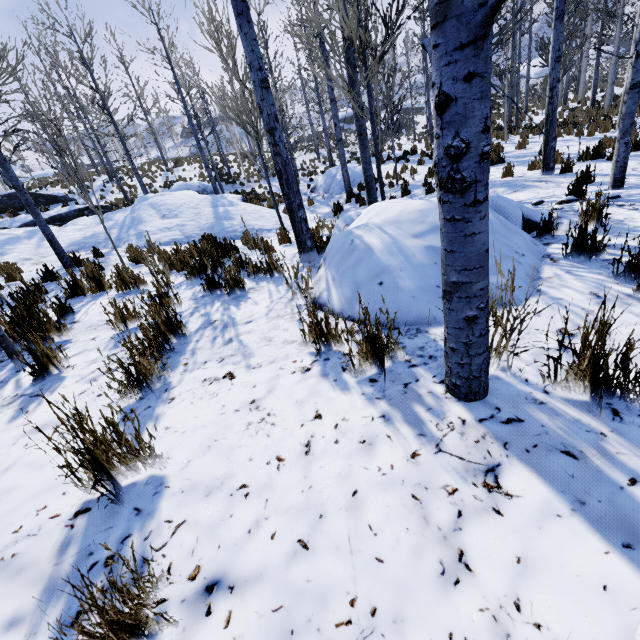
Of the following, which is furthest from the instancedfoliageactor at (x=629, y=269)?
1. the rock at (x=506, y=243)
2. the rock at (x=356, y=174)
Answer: the rock at (x=356, y=174)

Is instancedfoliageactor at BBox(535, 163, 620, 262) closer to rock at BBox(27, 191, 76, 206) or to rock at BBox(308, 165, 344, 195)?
rock at BBox(27, 191, 76, 206)

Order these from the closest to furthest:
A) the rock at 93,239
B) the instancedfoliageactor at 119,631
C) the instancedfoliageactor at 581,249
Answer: the instancedfoliageactor at 119,631, the instancedfoliageactor at 581,249, the rock at 93,239

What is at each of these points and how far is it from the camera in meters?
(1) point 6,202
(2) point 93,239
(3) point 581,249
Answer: (1) rock, 18.2
(2) rock, 9.5
(3) instancedfoliageactor, 2.7

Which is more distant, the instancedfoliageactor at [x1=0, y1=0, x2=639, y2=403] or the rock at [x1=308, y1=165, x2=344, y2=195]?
the rock at [x1=308, y1=165, x2=344, y2=195]

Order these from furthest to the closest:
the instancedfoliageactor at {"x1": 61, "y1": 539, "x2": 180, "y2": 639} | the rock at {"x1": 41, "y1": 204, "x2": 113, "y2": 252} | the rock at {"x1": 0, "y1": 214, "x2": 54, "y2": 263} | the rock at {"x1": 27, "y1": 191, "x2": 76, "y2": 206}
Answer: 1. the rock at {"x1": 27, "y1": 191, "x2": 76, "y2": 206}
2. the rock at {"x1": 41, "y1": 204, "x2": 113, "y2": 252}
3. the rock at {"x1": 0, "y1": 214, "x2": 54, "y2": 263}
4. the instancedfoliageactor at {"x1": 61, "y1": 539, "x2": 180, "y2": 639}

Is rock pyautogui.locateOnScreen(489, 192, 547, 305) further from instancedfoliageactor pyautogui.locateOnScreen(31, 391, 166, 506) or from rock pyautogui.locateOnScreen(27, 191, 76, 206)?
rock pyautogui.locateOnScreen(27, 191, 76, 206)

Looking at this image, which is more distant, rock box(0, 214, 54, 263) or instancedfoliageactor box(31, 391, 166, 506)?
rock box(0, 214, 54, 263)
